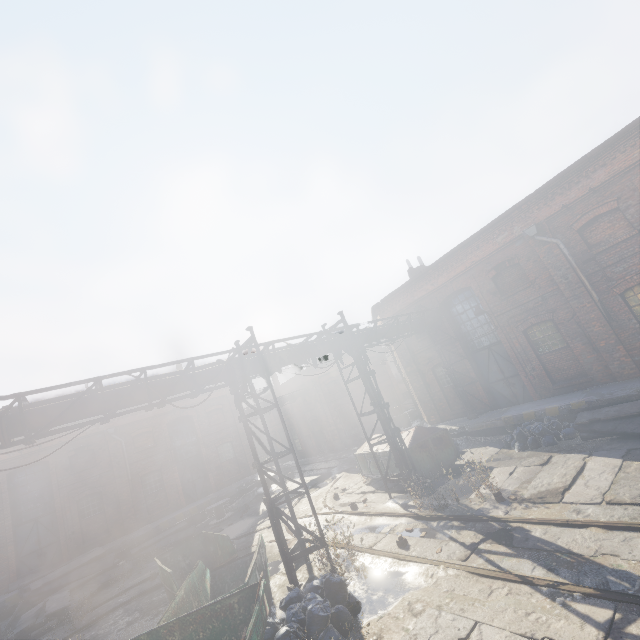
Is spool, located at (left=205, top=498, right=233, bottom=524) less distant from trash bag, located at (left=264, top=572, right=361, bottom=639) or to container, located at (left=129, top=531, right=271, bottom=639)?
container, located at (left=129, top=531, right=271, bottom=639)

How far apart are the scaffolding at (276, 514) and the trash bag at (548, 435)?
7.6m

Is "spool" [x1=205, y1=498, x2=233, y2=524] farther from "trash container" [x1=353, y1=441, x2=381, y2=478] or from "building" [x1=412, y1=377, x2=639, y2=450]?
"building" [x1=412, y1=377, x2=639, y2=450]

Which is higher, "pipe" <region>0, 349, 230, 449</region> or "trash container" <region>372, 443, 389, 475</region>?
"pipe" <region>0, 349, 230, 449</region>

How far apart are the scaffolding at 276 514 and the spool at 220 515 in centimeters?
1290cm

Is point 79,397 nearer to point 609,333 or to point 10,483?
point 609,333

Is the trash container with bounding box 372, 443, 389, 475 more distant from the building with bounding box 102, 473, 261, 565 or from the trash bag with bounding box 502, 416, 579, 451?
the building with bounding box 102, 473, 261, 565

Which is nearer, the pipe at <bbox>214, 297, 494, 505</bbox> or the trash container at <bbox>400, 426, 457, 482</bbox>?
the pipe at <bbox>214, 297, 494, 505</bbox>
